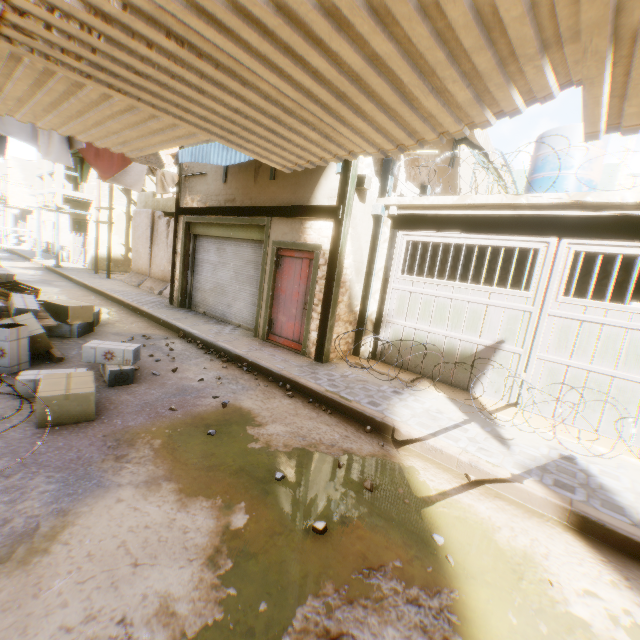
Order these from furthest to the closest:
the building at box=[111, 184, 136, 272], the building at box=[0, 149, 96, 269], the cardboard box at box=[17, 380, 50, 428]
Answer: the building at box=[111, 184, 136, 272] → the building at box=[0, 149, 96, 269] → the cardboard box at box=[17, 380, 50, 428]

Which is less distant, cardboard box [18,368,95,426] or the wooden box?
cardboard box [18,368,95,426]

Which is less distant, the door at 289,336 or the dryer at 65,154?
the dryer at 65,154

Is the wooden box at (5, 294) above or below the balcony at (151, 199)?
below

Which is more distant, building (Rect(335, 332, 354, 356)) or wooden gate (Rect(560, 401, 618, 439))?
building (Rect(335, 332, 354, 356))

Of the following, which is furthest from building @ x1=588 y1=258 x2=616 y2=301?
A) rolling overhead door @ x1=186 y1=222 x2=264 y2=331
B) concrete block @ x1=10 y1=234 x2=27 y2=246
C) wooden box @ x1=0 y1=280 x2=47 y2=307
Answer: wooden box @ x1=0 y1=280 x2=47 y2=307

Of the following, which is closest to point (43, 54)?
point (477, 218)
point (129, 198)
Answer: point (477, 218)

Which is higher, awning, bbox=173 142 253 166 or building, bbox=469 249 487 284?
awning, bbox=173 142 253 166
